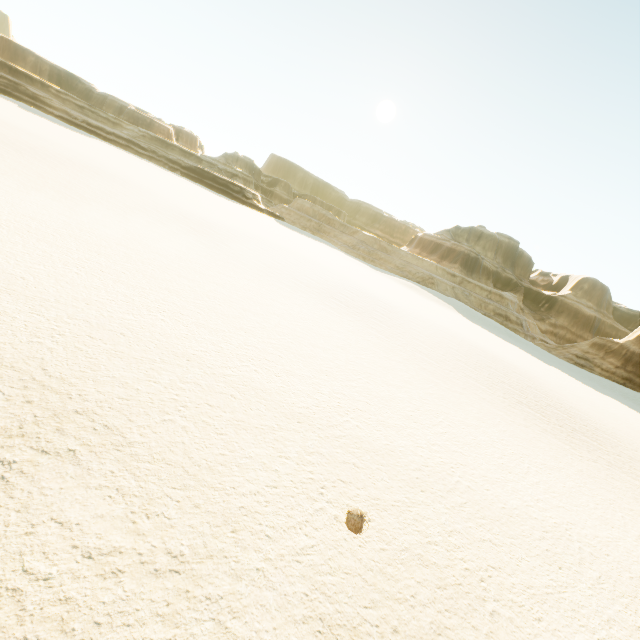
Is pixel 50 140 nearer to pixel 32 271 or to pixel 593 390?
pixel 32 271
